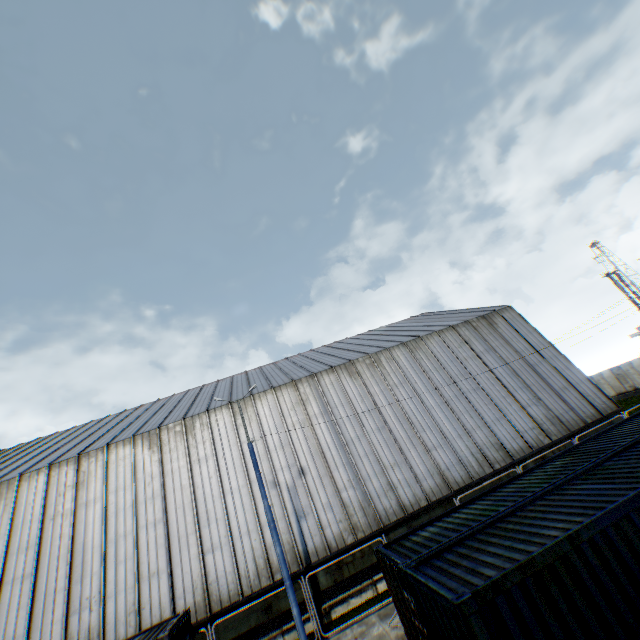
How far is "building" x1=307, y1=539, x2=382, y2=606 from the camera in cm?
1477

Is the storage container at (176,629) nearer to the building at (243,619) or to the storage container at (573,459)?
the building at (243,619)

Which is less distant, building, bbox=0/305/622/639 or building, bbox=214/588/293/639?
building, bbox=214/588/293/639

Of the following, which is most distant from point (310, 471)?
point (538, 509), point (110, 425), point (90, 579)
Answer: point (110, 425)

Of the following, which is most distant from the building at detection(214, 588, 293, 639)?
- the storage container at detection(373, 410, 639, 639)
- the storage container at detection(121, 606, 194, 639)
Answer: the storage container at detection(373, 410, 639, 639)

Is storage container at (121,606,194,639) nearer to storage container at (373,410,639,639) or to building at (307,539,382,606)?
building at (307,539,382,606)

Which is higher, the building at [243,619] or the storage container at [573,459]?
the storage container at [573,459]
